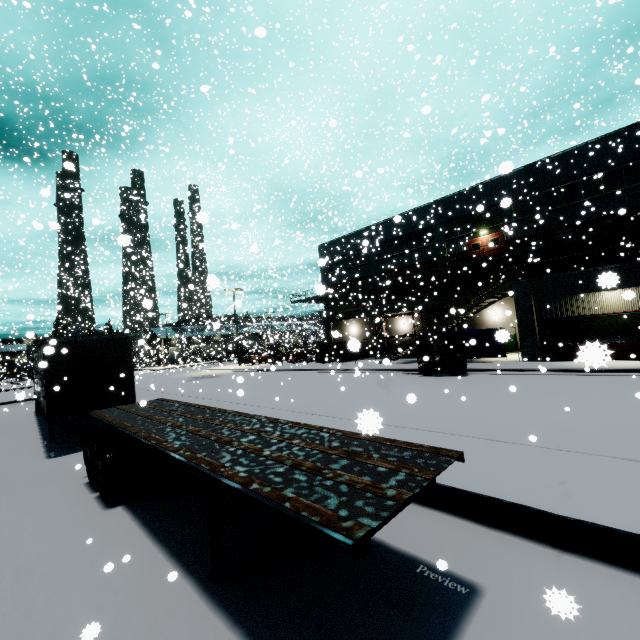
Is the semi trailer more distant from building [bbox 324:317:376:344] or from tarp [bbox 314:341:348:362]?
tarp [bbox 314:341:348:362]

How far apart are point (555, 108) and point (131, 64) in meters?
47.4

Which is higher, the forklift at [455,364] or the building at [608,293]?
the building at [608,293]

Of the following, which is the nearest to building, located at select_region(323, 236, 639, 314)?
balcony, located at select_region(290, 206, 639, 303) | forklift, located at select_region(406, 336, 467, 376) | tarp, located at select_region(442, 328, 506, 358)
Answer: balcony, located at select_region(290, 206, 639, 303)

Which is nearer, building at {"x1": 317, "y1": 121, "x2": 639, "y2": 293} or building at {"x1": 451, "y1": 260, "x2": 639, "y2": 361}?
building at {"x1": 451, "y1": 260, "x2": 639, "y2": 361}

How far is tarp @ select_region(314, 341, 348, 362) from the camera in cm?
2927

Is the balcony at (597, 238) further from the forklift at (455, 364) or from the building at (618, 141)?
the forklift at (455, 364)

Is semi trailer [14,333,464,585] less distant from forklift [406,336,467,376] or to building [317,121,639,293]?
building [317,121,639,293]
